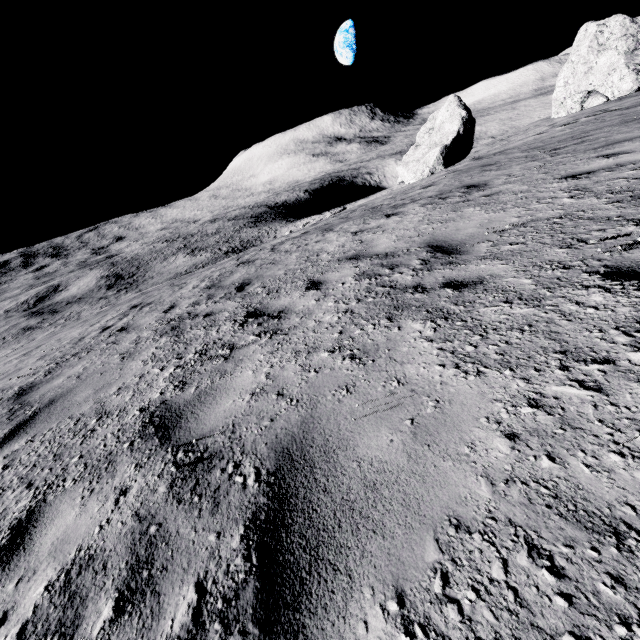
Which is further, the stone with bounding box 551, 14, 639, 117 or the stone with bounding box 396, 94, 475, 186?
the stone with bounding box 396, 94, 475, 186

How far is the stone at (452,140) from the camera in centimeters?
2700cm

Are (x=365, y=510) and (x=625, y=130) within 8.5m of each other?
no

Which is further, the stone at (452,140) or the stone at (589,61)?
the stone at (452,140)

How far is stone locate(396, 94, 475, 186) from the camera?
27.0m
